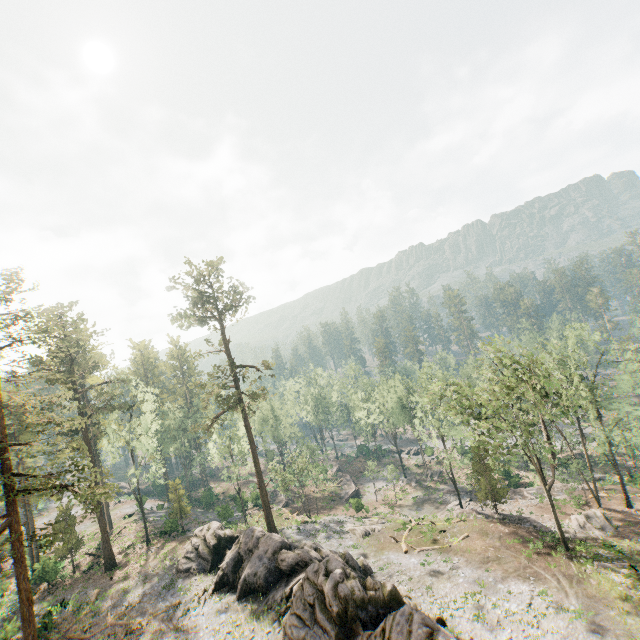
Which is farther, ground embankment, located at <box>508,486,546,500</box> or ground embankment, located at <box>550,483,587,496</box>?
ground embankment, located at <box>508,486,546,500</box>

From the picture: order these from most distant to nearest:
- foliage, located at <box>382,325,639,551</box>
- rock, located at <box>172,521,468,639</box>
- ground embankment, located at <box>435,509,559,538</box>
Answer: ground embankment, located at <box>435,509,559,538</box> → foliage, located at <box>382,325,639,551</box> → rock, located at <box>172,521,468,639</box>

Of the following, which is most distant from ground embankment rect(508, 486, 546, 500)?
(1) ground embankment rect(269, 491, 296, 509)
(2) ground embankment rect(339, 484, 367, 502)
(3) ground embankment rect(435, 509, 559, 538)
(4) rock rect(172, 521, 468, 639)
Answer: (4) rock rect(172, 521, 468, 639)

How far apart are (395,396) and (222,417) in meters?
31.1

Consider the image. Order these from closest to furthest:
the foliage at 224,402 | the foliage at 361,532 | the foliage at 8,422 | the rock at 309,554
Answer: the rock at 309,554, the foliage at 8,422, the foliage at 224,402, the foliage at 361,532

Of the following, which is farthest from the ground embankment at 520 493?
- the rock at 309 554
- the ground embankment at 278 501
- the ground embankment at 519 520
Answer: the rock at 309 554

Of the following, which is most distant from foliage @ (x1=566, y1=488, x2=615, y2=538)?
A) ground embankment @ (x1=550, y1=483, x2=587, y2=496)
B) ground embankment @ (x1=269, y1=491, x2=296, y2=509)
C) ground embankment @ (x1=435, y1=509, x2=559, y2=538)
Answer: ground embankment @ (x1=269, y1=491, x2=296, y2=509)

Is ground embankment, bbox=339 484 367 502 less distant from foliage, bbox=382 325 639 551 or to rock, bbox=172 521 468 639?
foliage, bbox=382 325 639 551
